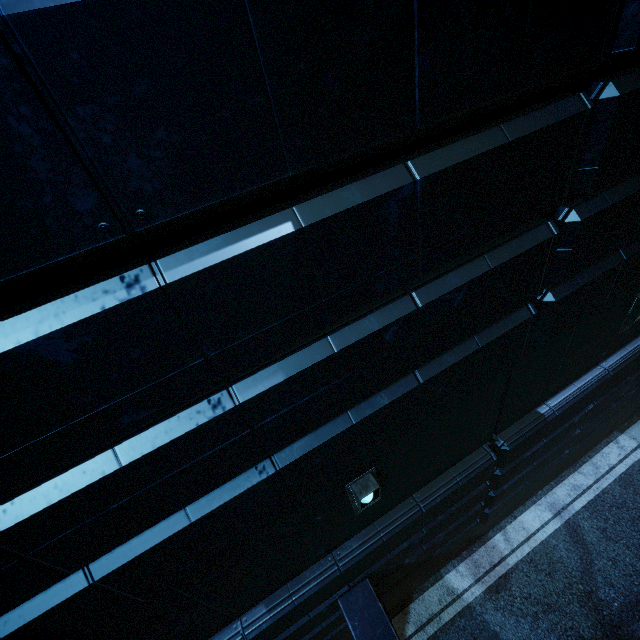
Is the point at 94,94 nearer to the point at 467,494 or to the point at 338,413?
the point at 338,413
